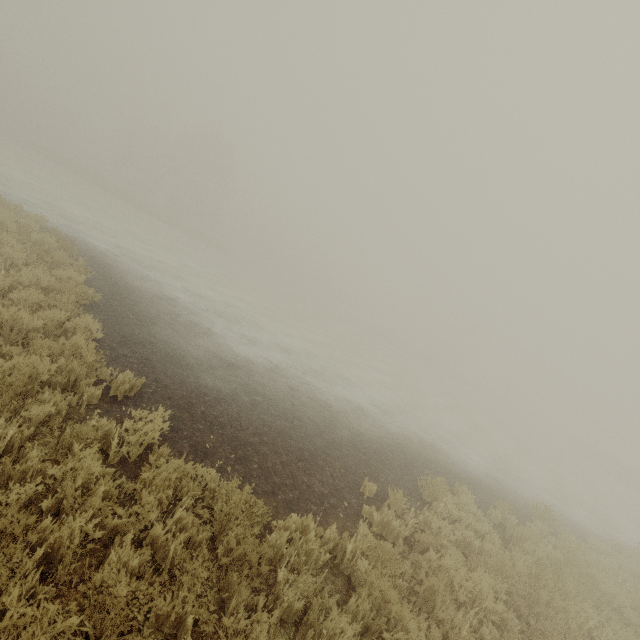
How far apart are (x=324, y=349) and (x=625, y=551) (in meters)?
15.24
